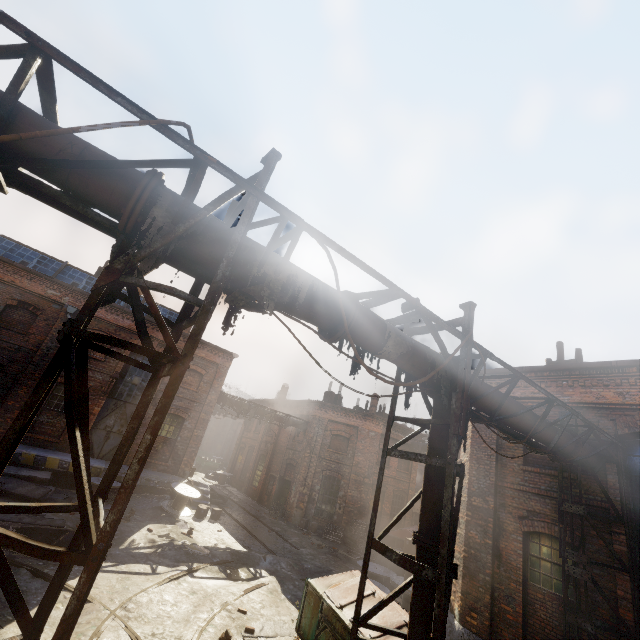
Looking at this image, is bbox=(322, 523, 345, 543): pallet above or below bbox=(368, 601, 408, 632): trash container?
below

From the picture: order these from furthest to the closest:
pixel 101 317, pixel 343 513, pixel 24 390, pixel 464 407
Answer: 1. pixel 343 513
2. pixel 101 317
3. pixel 24 390
4. pixel 464 407

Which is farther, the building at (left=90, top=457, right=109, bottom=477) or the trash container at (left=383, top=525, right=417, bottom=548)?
the trash container at (left=383, top=525, right=417, bottom=548)

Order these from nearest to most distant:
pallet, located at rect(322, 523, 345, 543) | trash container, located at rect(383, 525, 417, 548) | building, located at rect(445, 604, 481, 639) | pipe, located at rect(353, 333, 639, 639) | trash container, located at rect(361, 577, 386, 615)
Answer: pipe, located at rect(353, 333, 639, 639) → trash container, located at rect(361, 577, 386, 615) → building, located at rect(445, 604, 481, 639) → trash container, located at rect(383, 525, 417, 548) → pallet, located at rect(322, 523, 345, 543)

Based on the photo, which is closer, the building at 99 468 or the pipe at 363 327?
the pipe at 363 327

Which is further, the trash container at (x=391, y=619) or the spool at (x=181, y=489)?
the spool at (x=181, y=489)

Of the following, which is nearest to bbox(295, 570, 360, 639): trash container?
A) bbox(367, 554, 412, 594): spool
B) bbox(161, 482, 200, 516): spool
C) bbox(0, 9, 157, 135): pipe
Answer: bbox(0, 9, 157, 135): pipe

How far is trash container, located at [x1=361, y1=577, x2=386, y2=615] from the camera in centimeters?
680cm
